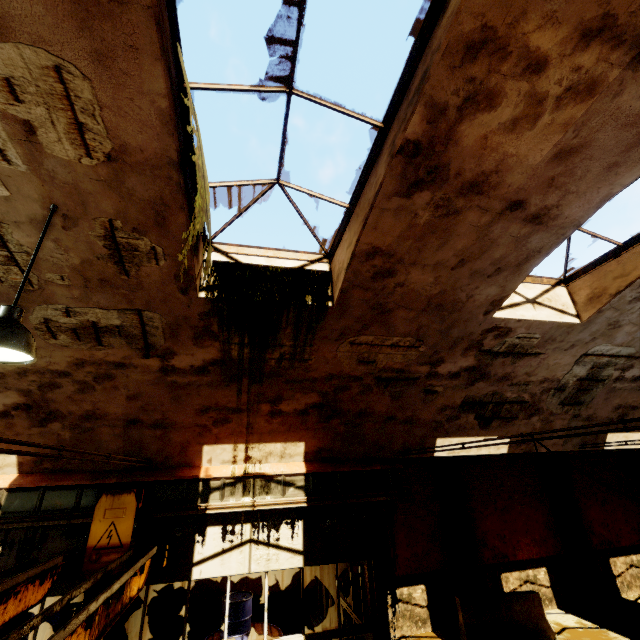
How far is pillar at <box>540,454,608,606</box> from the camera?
11.7m

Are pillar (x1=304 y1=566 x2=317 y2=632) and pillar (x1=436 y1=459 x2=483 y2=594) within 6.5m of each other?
A: yes

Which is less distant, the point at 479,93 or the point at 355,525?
the point at 479,93

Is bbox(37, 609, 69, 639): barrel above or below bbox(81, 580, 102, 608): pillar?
below

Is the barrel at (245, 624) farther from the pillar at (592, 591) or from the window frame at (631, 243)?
the pillar at (592, 591)

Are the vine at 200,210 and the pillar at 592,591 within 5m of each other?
no

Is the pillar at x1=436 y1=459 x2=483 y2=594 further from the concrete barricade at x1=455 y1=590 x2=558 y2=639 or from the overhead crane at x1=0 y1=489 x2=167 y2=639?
the overhead crane at x1=0 y1=489 x2=167 y2=639

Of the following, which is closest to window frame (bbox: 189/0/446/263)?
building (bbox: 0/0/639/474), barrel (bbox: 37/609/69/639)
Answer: building (bbox: 0/0/639/474)
